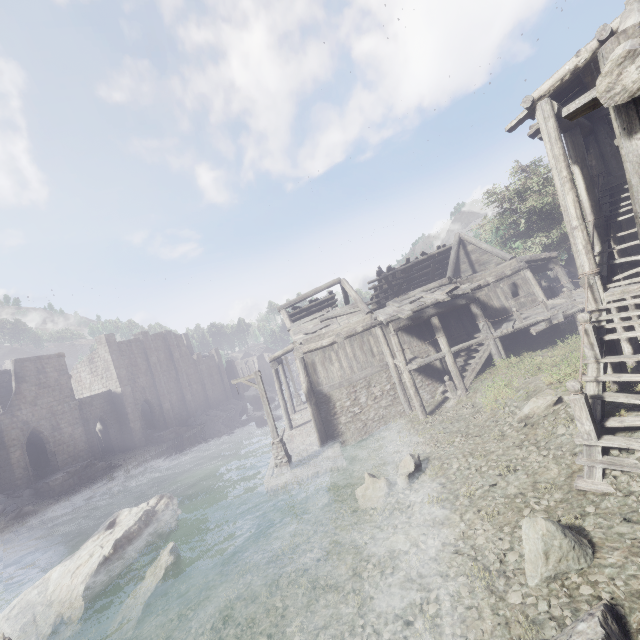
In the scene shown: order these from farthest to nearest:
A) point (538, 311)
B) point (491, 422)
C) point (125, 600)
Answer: point (538, 311) < point (491, 422) < point (125, 600)

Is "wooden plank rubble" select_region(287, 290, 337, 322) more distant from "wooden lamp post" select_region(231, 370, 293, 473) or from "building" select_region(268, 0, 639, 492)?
"wooden lamp post" select_region(231, 370, 293, 473)

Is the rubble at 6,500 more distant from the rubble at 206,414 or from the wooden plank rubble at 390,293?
the wooden plank rubble at 390,293

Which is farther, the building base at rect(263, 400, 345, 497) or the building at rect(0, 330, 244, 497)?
the building at rect(0, 330, 244, 497)

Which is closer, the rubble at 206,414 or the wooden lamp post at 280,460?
the wooden lamp post at 280,460

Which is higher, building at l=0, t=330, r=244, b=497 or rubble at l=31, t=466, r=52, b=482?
rubble at l=31, t=466, r=52, b=482

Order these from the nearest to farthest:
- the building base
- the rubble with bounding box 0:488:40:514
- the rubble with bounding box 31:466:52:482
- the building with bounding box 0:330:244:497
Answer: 1. the building base
2. the rubble with bounding box 0:488:40:514
3. the building with bounding box 0:330:244:497
4. the rubble with bounding box 31:466:52:482

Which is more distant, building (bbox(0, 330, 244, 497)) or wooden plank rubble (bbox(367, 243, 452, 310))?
building (bbox(0, 330, 244, 497))
